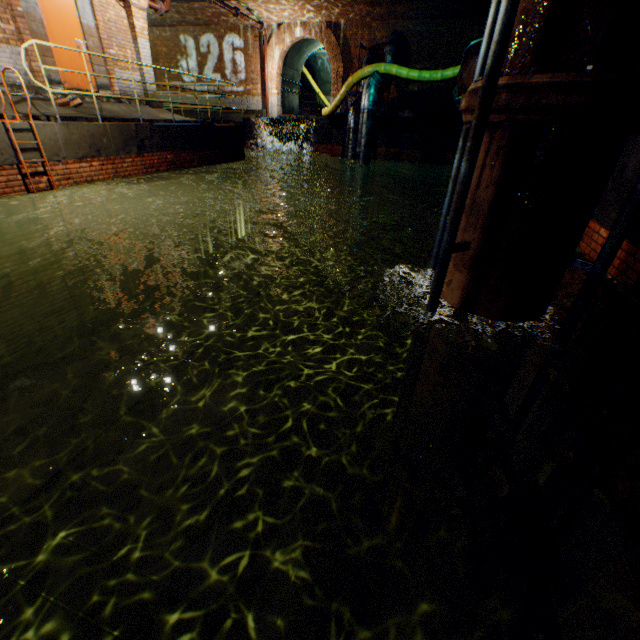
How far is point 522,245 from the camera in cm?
246

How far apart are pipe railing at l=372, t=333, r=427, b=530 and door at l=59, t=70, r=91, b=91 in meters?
11.1 m

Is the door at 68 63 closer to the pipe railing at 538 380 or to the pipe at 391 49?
the pipe at 391 49

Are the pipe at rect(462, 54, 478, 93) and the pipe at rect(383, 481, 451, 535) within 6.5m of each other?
no

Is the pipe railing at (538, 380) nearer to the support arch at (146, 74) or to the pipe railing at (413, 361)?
the pipe railing at (413, 361)

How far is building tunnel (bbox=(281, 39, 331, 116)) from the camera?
19.7 meters

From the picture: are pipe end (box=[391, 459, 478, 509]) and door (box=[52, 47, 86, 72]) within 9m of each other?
no

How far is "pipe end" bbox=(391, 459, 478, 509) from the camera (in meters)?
4.08
